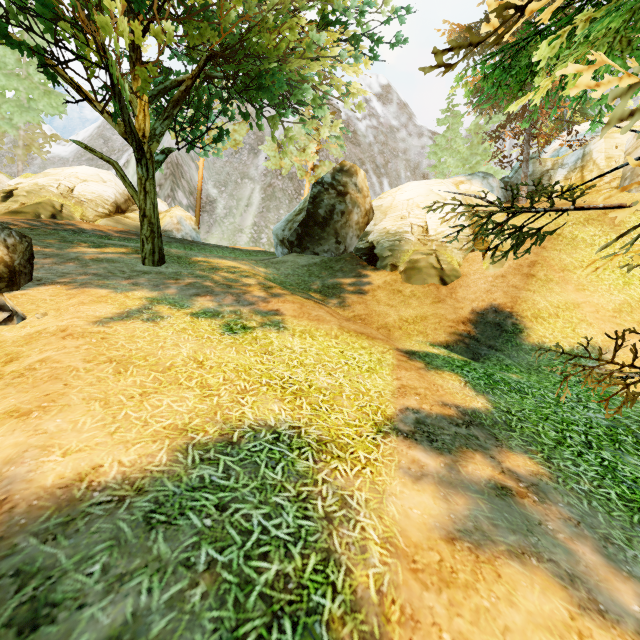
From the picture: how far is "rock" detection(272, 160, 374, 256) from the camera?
15.69m

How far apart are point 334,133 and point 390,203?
18.3 meters

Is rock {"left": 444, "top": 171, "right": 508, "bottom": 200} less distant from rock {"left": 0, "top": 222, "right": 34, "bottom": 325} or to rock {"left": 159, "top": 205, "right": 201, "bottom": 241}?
rock {"left": 159, "top": 205, "right": 201, "bottom": 241}

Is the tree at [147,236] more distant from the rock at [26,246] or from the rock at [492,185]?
the rock at [26,246]

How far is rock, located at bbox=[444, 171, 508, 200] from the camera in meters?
20.9

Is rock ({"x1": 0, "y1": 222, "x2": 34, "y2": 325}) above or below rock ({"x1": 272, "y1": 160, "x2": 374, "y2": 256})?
below

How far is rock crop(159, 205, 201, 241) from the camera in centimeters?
2040cm

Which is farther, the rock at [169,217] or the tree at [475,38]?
the rock at [169,217]
